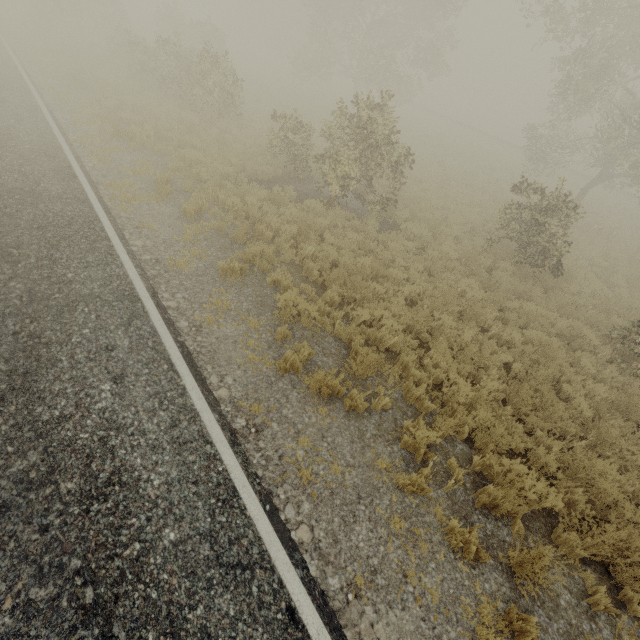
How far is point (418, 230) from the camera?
11.3m

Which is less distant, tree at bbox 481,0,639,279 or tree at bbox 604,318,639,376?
tree at bbox 604,318,639,376

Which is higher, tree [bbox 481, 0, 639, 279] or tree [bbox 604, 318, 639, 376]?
tree [bbox 481, 0, 639, 279]

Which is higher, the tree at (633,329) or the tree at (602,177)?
the tree at (602,177)

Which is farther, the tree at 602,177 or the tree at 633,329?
the tree at 602,177
